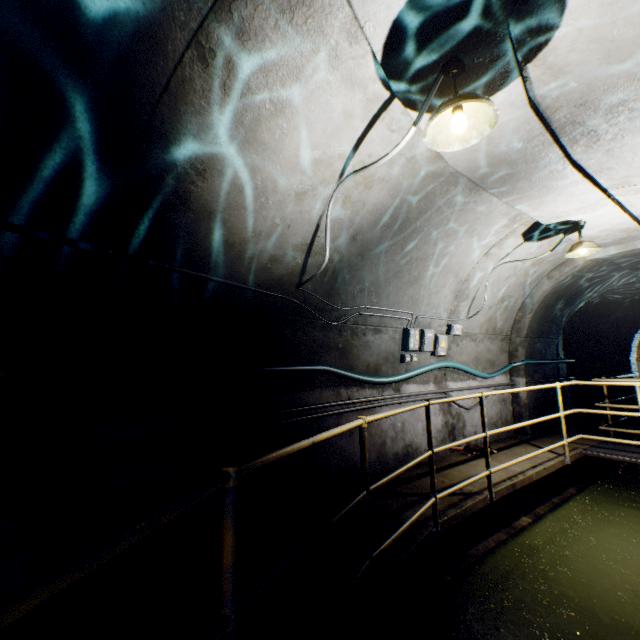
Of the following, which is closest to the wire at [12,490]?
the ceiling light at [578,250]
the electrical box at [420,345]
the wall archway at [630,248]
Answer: the wall archway at [630,248]

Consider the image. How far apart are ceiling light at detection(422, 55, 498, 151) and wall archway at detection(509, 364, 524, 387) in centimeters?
577cm

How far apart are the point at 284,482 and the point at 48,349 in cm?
266

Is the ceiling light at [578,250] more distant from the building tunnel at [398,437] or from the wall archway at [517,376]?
the wall archway at [517,376]

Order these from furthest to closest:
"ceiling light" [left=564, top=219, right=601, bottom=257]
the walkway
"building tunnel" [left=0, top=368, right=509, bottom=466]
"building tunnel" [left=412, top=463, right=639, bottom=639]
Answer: "ceiling light" [left=564, top=219, right=601, bottom=257] < "building tunnel" [left=412, top=463, right=639, bottom=639] < "building tunnel" [left=0, top=368, right=509, bottom=466] < the walkway

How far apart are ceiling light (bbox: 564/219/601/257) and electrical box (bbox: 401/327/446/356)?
2.2m

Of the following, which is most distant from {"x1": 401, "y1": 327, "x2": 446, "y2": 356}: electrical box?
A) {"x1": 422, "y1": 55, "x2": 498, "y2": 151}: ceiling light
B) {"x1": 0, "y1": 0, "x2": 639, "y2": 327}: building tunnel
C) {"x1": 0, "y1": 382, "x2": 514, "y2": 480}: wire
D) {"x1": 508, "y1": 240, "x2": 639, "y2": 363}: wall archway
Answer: {"x1": 422, "y1": 55, "x2": 498, "y2": 151}: ceiling light
